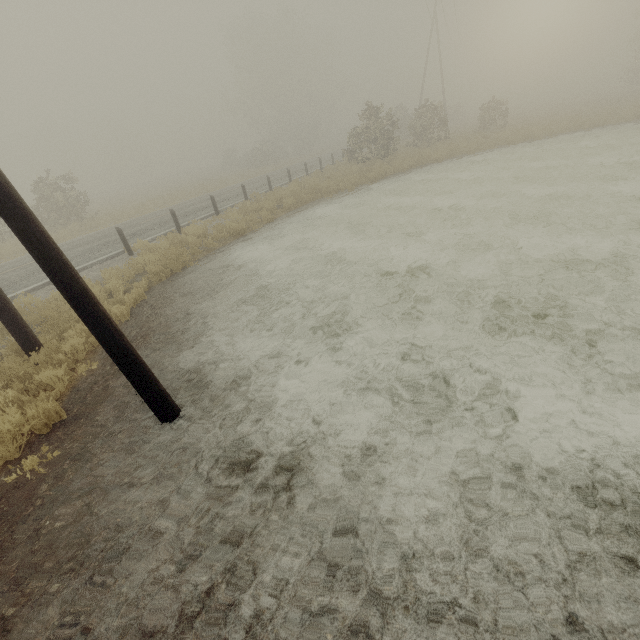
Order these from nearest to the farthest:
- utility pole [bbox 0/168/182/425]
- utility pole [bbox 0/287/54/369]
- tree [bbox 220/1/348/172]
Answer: utility pole [bbox 0/168/182/425] < utility pole [bbox 0/287/54/369] < tree [bbox 220/1/348/172]

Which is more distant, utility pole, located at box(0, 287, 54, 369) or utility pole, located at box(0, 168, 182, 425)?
utility pole, located at box(0, 287, 54, 369)

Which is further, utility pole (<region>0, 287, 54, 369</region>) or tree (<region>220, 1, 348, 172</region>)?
tree (<region>220, 1, 348, 172</region>)

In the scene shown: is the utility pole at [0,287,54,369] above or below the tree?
below

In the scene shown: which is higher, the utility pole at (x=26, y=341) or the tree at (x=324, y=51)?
the tree at (x=324, y=51)

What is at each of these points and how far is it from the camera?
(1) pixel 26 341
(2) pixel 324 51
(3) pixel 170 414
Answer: (1) utility pole, 5.8 meters
(2) tree, 54.4 meters
(3) utility pole, 4.2 meters

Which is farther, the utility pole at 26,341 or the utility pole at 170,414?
the utility pole at 26,341
